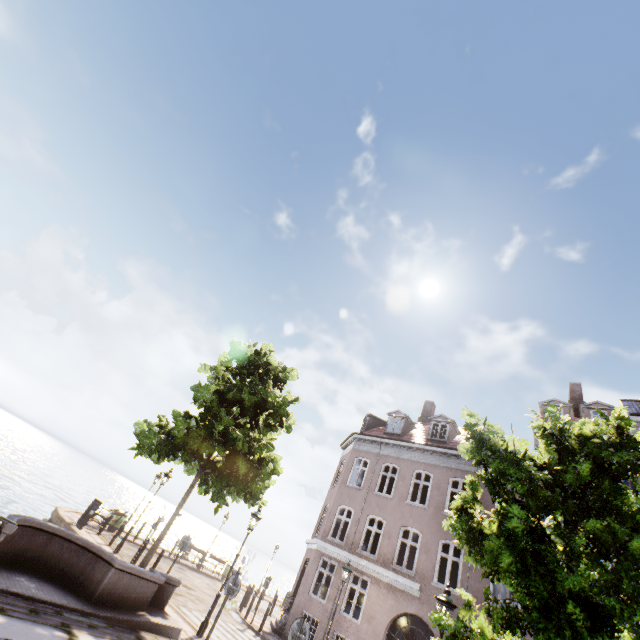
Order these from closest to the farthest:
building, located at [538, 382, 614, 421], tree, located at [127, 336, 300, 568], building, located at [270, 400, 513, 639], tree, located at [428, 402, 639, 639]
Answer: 1. tree, located at [428, 402, 639, 639]
2. tree, located at [127, 336, 300, 568]
3. building, located at [270, 400, 513, 639]
4. building, located at [538, 382, 614, 421]

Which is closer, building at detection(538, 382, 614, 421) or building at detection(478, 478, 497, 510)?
building at detection(478, 478, 497, 510)

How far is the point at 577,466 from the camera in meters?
6.7 m

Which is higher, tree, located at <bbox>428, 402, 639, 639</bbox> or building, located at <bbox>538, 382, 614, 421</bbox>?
building, located at <bbox>538, 382, 614, 421</bbox>

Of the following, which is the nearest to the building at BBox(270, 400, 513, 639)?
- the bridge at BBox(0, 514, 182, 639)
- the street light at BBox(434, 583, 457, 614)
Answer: the street light at BBox(434, 583, 457, 614)

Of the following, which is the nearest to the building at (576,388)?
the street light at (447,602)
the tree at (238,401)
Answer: the tree at (238,401)

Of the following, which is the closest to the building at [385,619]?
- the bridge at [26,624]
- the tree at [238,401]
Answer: the tree at [238,401]

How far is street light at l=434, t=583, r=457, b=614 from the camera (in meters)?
7.53
